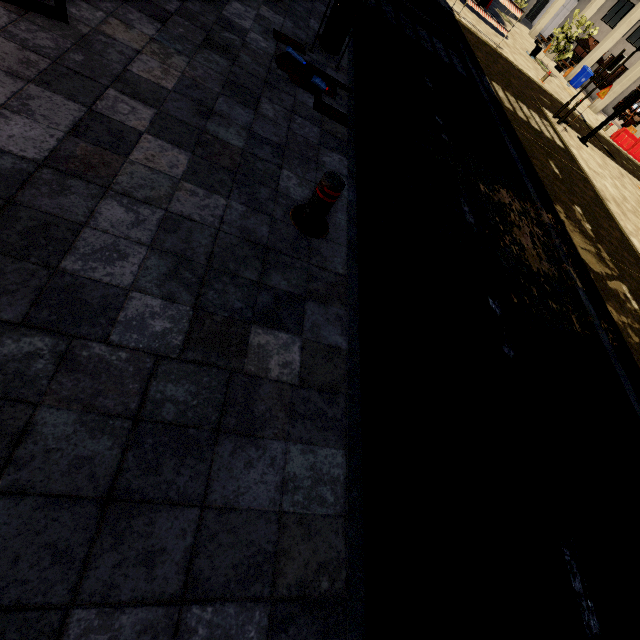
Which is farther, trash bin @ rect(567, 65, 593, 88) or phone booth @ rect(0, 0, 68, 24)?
trash bin @ rect(567, 65, 593, 88)

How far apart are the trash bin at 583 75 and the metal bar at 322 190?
34.02m

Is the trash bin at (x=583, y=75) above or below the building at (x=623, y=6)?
below

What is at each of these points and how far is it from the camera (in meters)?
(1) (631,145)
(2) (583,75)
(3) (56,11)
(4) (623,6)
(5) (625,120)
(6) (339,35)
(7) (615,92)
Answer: (1) cement barricade, 20.52
(2) trash bin, 24.61
(3) phone booth, 2.79
(4) building, 28.30
(5) building, 34.78
(6) trash bin, 5.20
(7) building, 22.22

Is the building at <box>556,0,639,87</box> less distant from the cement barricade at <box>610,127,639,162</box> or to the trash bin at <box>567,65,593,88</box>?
the trash bin at <box>567,65,593,88</box>

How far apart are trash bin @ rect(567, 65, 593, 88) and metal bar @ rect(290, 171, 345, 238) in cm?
3402

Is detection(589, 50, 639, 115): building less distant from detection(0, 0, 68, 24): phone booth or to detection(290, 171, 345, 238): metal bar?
detection(290, 171, 345, 238): metal bar
